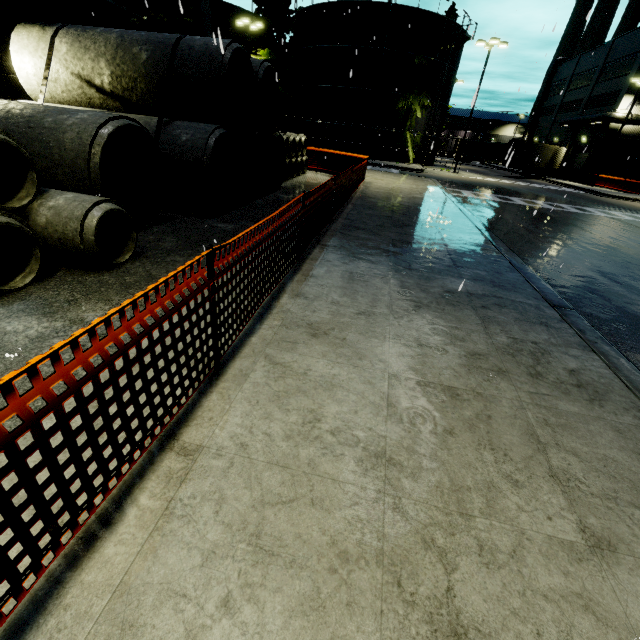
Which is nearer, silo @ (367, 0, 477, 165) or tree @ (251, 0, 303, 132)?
silo @ (367, 0, 477, 165)

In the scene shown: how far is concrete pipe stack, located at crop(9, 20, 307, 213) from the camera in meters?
7.3 m

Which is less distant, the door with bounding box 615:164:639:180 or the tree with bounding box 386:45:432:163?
the tree with bounding box 386:45:432:163

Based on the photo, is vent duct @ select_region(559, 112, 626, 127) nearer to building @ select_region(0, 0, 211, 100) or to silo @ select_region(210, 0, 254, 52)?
building @ select_region(0, 0, 211, 100)

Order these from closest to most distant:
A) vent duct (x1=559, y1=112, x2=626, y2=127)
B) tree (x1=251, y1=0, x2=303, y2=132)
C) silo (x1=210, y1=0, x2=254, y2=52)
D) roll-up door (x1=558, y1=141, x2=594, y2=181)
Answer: tree (x1=251, y1=0, x2=303, y2=132) → silo (x1=210, y1=0, x2=254, y2=52) → vent duct (x1=559, y1=112, x2=626, y2=127) → roll-up door (x1=558, y1=141, x2=594, y2=181)

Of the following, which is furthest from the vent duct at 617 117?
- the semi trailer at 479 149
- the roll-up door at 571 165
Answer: the semi trailer at 479 149

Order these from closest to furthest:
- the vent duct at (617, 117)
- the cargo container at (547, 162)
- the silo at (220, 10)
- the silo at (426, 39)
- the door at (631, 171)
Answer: the silo at (426, 39) < the silo at (220, 10) < the vent duct at (617, 117) < the cargo container at (547, 162) < the door at (631, 171)

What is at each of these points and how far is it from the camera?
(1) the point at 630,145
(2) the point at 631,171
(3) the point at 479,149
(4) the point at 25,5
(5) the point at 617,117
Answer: (1) building, 35.9 meters
(2) door, 37.1 meters
(3) semi trailer, 53.3 meters
(4) building, 8.7 meters
(5) vent duct, 33.9 meters
